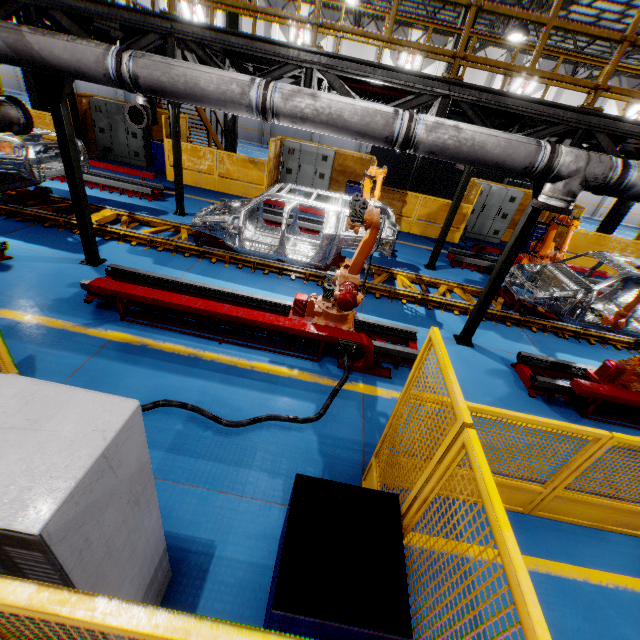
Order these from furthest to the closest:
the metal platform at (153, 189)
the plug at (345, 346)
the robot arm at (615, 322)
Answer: Result: the metal platform at (153, 189) → the robot arm at (615, 322) → the plug at (345, 346)

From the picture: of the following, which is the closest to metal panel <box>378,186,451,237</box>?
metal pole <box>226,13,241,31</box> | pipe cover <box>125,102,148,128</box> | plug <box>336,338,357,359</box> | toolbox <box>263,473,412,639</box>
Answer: toolbox <box>263,473,412,639</box>

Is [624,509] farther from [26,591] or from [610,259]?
[610,259]

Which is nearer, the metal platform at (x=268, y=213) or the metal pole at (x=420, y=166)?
the metal platform at (x=268, y=213)

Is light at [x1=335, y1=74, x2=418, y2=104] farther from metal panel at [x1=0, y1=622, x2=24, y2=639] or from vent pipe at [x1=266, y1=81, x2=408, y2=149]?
metal panel at [x1=0, y1=622, x2=24, y2=639]

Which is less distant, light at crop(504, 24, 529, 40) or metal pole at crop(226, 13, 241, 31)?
metal pole at crop(226, 13, 241, 31)

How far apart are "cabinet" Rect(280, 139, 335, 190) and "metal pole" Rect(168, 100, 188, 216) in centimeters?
501cm

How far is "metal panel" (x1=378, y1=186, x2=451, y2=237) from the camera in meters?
12.3
